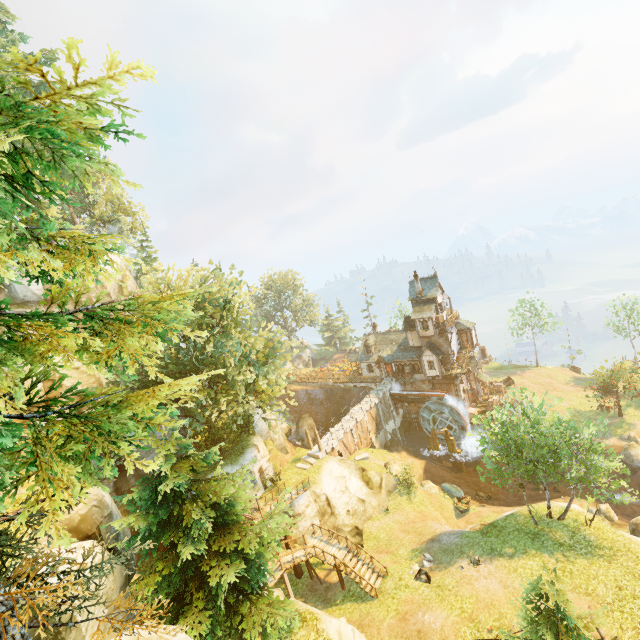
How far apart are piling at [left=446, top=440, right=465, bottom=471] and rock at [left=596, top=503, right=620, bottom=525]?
13.54m

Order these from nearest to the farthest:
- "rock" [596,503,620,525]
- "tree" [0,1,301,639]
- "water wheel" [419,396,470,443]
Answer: "tree" [0,1,301,639] < "rock" [596,503,620,525] < "water wheel" [419,396,470,443]

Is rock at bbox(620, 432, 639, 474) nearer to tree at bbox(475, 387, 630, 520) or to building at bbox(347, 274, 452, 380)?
tree at bbox(475, 387, 630, 520)

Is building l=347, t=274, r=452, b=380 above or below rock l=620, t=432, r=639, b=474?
above

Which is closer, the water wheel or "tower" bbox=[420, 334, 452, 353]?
the water wheel

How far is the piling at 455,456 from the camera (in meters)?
40.88

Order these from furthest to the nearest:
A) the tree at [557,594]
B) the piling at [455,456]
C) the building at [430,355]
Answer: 1. the building at [430,355]
2. the piling at [455,456]
3. the tree at [557,594]

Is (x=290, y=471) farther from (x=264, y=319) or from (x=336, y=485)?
(x=264, y=319)
